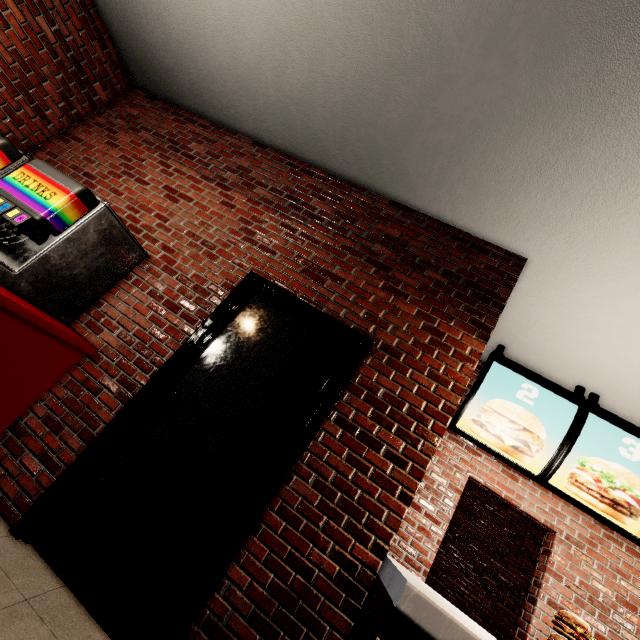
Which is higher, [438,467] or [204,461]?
[438,467]
